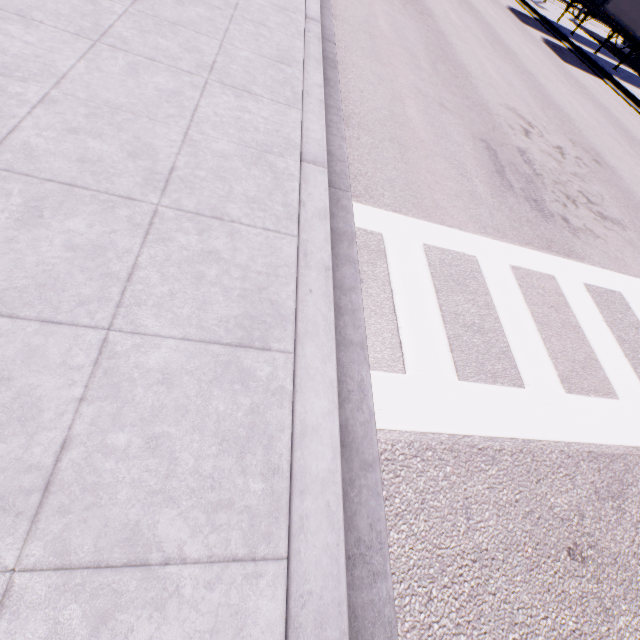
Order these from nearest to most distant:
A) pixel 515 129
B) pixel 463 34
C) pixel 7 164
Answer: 1. pixel 7 164
2. pixel 515 129
3. pixel 463 34
